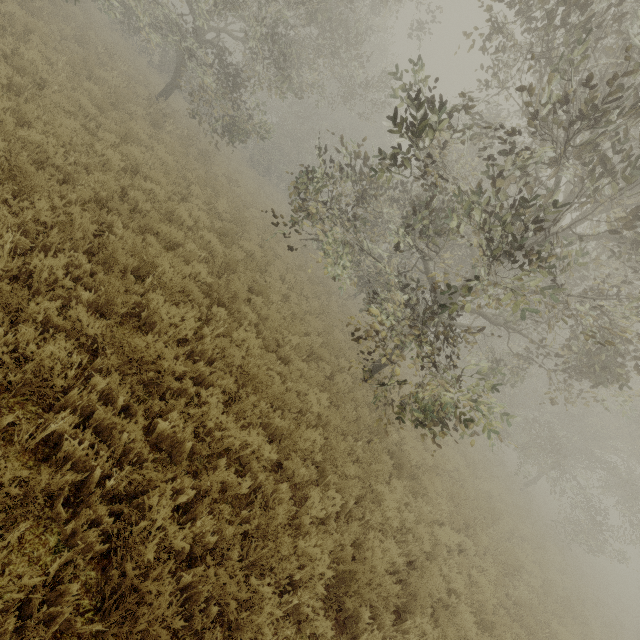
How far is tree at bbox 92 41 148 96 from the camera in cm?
1094

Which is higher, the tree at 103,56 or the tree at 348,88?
the tree at 348,88

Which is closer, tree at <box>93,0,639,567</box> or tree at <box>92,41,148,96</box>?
tree at <box>93,0,639,567</box>

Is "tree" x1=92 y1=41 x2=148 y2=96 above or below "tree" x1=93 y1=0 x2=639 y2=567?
below

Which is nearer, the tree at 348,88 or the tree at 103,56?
the tree at 348,88

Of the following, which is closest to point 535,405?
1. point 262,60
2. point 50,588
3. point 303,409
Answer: point 303,409
